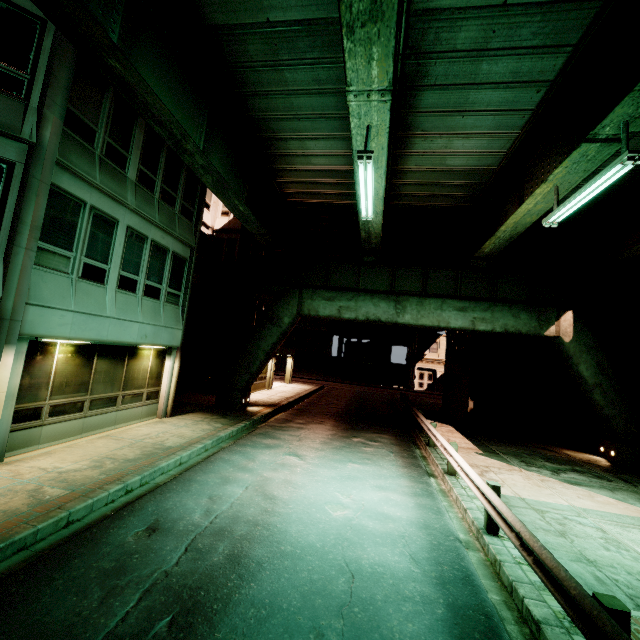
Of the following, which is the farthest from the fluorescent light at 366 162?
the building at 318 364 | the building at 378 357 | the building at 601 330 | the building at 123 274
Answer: the building at 318 364

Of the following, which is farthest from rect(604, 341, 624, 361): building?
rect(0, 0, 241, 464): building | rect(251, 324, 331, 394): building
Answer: rect(251, 324, 331, 394): building

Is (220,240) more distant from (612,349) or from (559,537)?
(612,349)

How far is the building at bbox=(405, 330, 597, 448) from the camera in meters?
17.9 m

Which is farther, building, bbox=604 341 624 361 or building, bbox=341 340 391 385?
building, bbox=341 340 391 385

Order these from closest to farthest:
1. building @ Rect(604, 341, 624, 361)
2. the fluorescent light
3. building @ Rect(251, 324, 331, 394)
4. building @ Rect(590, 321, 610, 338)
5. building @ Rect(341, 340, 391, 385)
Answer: the fluorescent light < building @ Rect(604, 341, 624, 361) < building @ Rect(590, 321, 610, 338) < building @ Rect(251, 324, 331, 394) < building @ Rect(341, 340, 391, 385)

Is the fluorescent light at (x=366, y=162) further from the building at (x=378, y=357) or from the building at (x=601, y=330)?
the building at (x=378, y=357)
